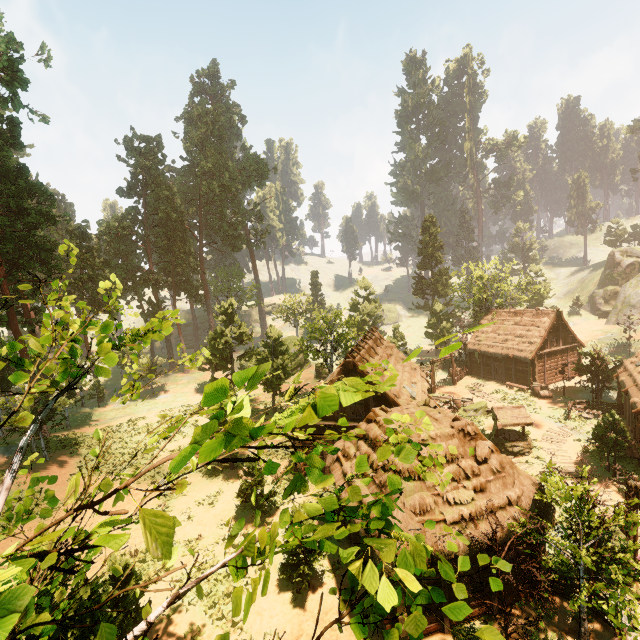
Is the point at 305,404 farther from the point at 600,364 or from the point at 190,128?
the point at 190,128

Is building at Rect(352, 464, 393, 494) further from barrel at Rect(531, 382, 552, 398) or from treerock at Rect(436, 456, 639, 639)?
barrel at Rect(531, 382, 552, 398)

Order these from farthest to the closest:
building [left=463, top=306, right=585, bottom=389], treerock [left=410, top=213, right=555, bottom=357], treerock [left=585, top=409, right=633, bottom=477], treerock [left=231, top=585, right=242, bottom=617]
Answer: treerock [left=410, top=213, right=555, bottom=357] → building [left=463, top=306, right=585, bottom=389] → treerock [left=585, top=409, right=633, bottom=477] → treerock [left=231, top=585, right=242, bottom=617]

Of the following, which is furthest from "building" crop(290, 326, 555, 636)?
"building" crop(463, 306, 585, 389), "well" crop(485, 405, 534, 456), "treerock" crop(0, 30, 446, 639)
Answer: "building" crop(463, 306, 585, 389)

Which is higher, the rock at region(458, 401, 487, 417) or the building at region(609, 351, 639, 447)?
the building at region(609, 351, 639, 447)

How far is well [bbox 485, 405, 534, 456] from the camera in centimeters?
2116cm

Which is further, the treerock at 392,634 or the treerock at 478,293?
the treerock at 478,293
